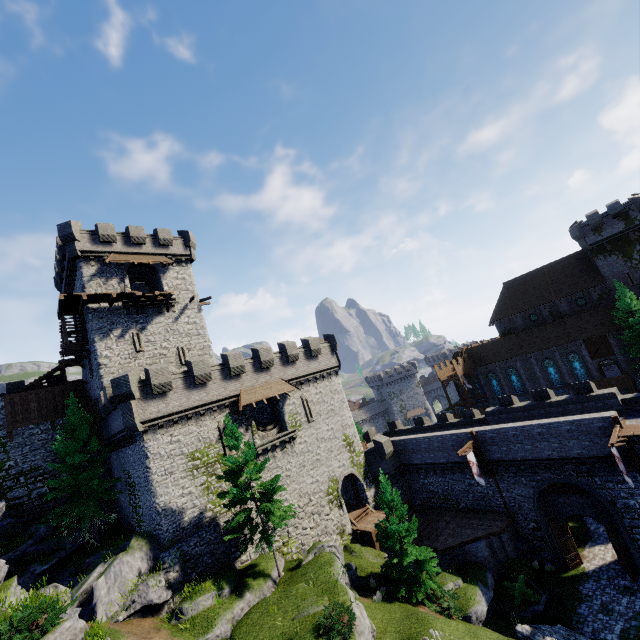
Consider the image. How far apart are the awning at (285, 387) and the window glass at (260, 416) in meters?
1.3

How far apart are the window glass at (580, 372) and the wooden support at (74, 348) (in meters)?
56.43

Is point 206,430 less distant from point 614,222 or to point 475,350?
point 475,350

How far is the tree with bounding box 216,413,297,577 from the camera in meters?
20.3 m

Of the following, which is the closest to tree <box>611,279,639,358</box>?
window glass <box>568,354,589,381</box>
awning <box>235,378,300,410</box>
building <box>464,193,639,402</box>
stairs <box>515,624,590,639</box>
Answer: building <box>464,193,639,402</box>

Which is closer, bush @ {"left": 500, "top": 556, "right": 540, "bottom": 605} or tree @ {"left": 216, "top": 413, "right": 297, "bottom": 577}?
tree @ {"left": 216, "top": 413, "right": 297, "bottom": 577}

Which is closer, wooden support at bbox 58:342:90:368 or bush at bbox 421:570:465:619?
bush at bbox 421:570:465:619

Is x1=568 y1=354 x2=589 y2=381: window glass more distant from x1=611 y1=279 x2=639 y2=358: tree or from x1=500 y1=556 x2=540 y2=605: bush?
x1=500 y1=556 x2=540 y2=605: bush
